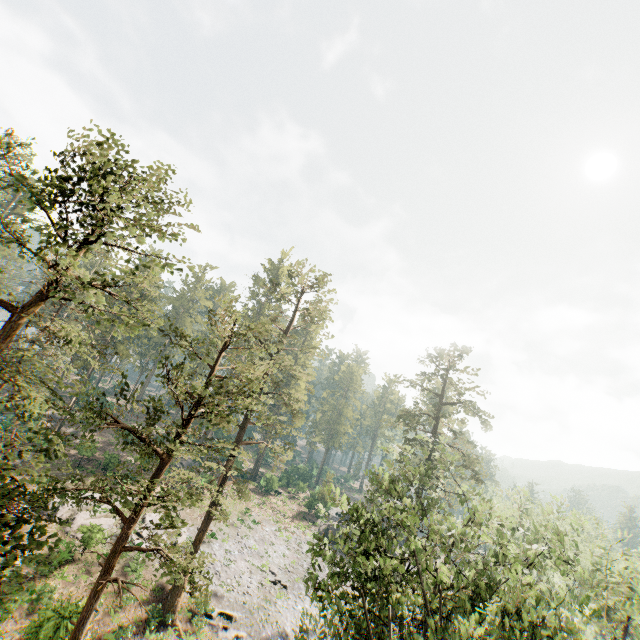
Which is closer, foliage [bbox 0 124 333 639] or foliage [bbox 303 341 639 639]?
foliage [bbox 0 124 333 639]

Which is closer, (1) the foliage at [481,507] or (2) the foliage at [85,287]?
(2) the foliage at [85,287]

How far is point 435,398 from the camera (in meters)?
36.28
